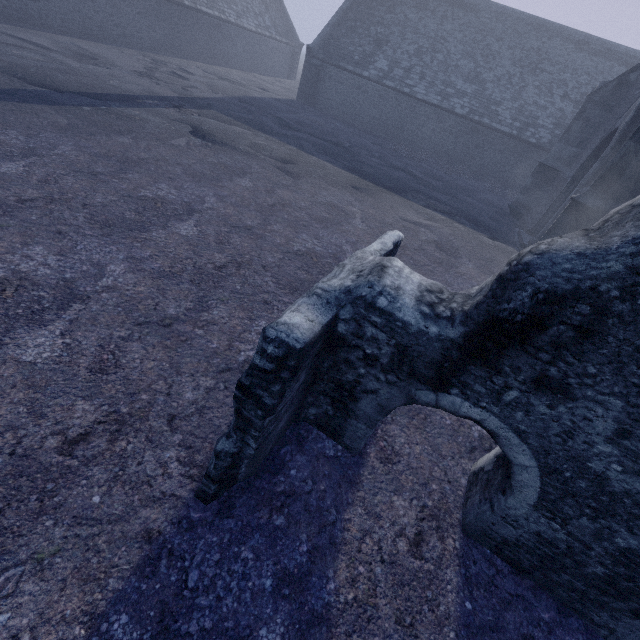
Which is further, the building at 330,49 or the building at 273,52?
the building at 273,52

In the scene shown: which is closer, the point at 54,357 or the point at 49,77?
the point at 54,357

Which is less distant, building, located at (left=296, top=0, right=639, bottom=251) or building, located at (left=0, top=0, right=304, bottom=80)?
building, located at (left=296, top=0, right=639, bottom=251)
